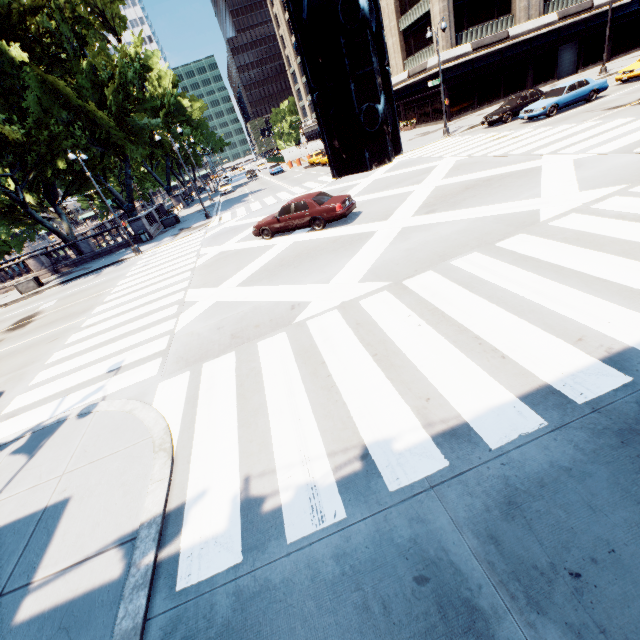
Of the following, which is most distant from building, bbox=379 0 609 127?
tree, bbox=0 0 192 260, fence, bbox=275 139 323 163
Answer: tree, bbox=0 0 192 260

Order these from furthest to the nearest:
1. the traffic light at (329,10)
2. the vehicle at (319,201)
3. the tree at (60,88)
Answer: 1. the tree at (60,88)
2. the vehicle at (319,201)
3. the traffic light at (329,10)

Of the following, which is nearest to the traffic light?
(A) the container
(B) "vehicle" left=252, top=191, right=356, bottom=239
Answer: (B) "vehicle" left=252, top=191, right=356, bottom=239

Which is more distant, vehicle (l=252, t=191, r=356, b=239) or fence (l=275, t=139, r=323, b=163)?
fence (l=275, t=139, r=323, b=163)

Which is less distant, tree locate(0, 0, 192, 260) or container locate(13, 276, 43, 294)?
tree locate(0, 0, 192, 260)

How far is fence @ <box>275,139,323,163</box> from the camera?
51.7m

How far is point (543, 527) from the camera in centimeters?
308cm

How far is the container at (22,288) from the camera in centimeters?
2456cm
